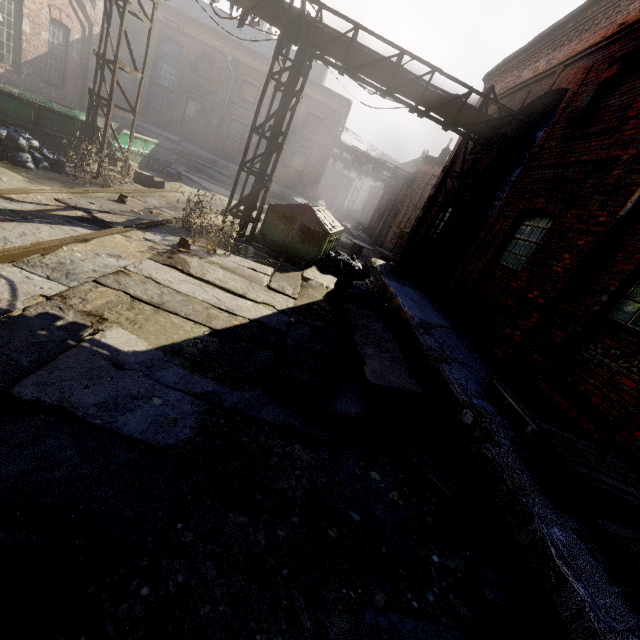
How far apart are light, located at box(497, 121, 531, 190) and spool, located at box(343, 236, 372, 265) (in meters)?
8.25

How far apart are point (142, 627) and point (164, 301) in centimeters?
409cm

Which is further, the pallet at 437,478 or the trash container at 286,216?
the trash container at 286,216

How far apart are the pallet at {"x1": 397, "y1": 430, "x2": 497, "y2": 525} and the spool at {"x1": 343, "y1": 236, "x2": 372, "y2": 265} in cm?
1241

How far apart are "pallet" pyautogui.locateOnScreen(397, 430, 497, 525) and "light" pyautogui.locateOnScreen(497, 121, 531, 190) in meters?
6.5

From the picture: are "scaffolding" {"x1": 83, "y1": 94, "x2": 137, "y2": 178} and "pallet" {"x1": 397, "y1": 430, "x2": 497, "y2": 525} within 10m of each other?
no

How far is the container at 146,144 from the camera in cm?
1315

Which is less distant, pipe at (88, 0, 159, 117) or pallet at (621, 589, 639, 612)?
pallet at (621, 589, 639, 612)
